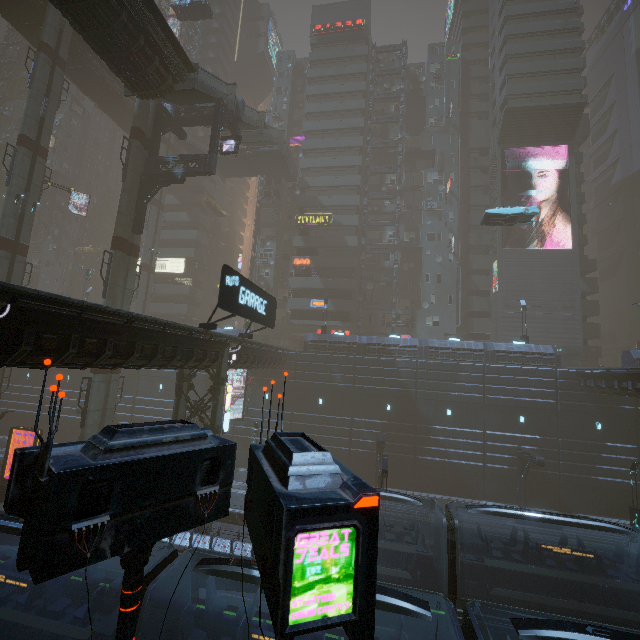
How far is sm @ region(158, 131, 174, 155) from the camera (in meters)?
43.41

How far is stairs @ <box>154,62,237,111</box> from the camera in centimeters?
2197cm

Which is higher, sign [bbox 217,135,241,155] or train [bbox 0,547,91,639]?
sign [bbox 217,135,241,155]

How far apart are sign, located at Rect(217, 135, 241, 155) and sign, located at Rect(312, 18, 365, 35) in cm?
3814

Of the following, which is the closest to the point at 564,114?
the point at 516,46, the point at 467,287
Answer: the point at 516,46

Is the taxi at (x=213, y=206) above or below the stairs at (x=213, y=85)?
above

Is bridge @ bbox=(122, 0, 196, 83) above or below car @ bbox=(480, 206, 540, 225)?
above

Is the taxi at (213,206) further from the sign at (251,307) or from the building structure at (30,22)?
the sign at (251,307)
